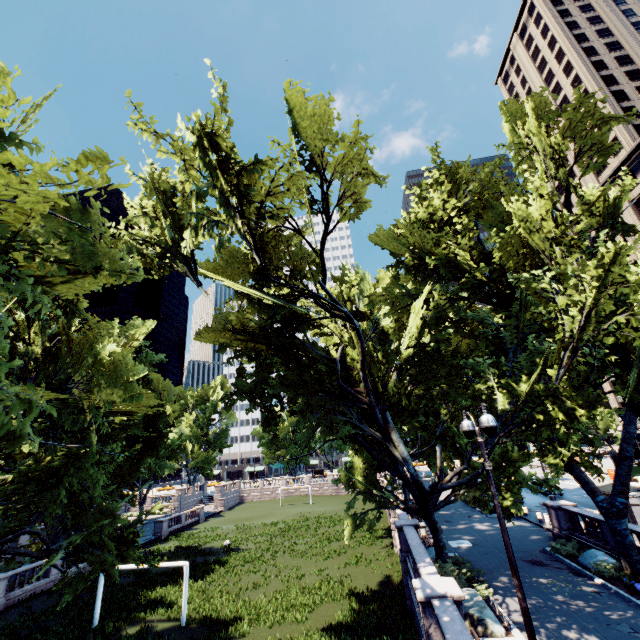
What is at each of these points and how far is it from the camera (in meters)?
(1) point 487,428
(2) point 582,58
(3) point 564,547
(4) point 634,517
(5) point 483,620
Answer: (1) light, 8.10
(2) building, 58.09
(3) bush, 17.89
(4) bus stop, 20.73
(5) rock, 11.86

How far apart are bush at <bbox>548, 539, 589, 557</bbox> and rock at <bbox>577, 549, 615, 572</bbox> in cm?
8

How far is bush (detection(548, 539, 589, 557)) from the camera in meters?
17.8

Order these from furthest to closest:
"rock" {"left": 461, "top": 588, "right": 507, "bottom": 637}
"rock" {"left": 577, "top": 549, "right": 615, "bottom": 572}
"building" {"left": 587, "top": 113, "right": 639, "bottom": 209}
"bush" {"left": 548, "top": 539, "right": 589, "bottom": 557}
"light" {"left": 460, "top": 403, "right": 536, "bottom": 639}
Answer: "building" {"left": 587, "top": 113, "right": 639, "bottom": 209} → "bush" {"left": 548, "top": 539, "right": 589, "bottom": 557} → "rock" {"left": 577, "top": 549, "right": 615, "bottom": 572} → "rock" {"left": 461, "top": 588, "right": 507, "bottom": 637} → "light" {"left": 460, "top": 403, "right": 536, "bottom": 639}

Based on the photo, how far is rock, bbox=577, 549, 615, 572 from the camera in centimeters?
1578cm

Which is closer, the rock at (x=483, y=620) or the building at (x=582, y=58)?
the rock at (x=483, y=620)

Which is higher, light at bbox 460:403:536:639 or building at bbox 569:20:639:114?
building at bbox 569:20:639:114

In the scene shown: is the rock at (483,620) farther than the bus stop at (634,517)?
No
